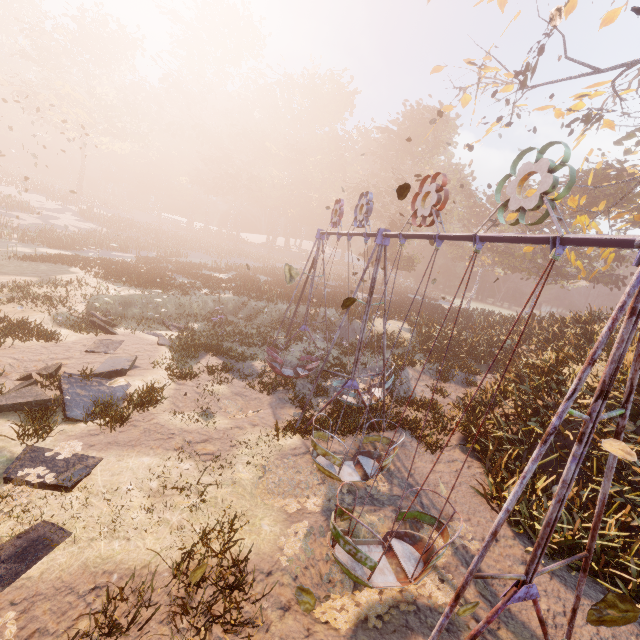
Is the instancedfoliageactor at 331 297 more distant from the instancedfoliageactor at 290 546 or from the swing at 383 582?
the instancedfoliageactor at 290 546

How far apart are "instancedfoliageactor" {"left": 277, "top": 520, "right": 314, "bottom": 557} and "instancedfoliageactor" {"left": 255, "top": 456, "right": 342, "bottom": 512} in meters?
0.4

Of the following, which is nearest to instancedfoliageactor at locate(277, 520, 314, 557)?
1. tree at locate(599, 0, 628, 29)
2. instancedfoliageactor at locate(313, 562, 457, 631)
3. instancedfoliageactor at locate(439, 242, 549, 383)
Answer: instancedfoliageactor at locate(313, 562, 457, 631)

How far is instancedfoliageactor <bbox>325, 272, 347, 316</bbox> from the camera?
24.4 meters

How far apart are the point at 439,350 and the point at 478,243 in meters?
15.1 m

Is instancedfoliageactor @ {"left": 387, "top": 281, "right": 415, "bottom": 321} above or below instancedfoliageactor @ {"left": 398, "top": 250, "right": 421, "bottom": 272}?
below

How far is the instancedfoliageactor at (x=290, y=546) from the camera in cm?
595

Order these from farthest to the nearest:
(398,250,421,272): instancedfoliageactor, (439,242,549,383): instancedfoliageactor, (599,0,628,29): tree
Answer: (398,250,421,272): instancedfoliageactor → (439,242,549,383): instancedfoliageactor → (599,0,628,29): tree
